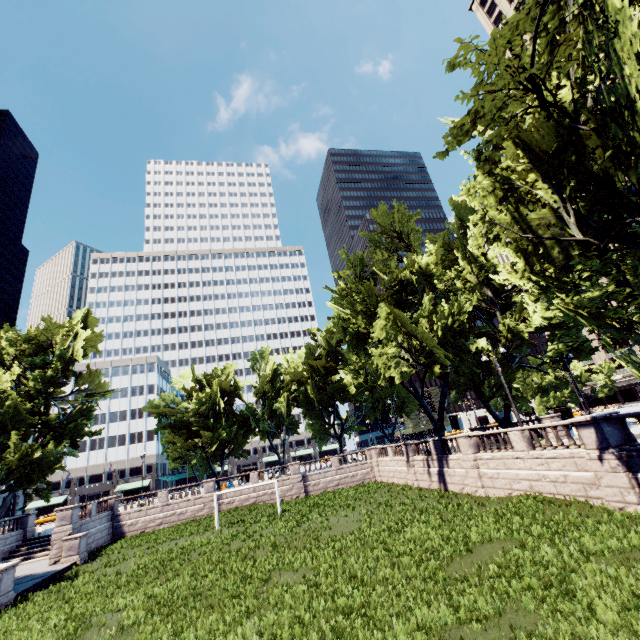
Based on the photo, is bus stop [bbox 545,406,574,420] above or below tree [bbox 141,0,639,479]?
below

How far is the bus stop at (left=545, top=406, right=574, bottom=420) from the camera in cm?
5028

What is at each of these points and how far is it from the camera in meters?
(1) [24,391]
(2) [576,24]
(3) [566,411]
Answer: (1) tree, 36.6
(2) tree, 10.0
(3) bus stop, 51.3

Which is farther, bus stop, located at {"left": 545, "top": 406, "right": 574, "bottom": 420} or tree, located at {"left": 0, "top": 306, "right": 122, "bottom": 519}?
bus stop, located at {"left": 545, "top": 406, "right": 574, "bottom": 420}

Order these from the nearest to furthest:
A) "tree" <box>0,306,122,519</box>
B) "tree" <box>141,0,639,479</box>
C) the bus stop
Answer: "tree" <box>141,0,639,479</box> < "tree" <box>0,306,122,519</box> < the bus stop

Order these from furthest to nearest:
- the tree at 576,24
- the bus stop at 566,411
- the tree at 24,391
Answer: the bus stop at 566,411, the tree at 24,391, the tree at 576,24

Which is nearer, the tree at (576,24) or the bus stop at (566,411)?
the tree at (576,24)
